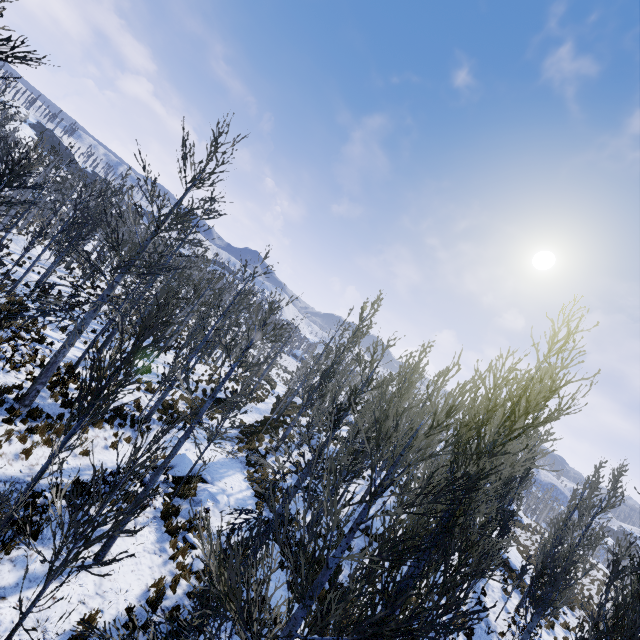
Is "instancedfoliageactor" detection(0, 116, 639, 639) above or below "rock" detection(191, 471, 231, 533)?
above

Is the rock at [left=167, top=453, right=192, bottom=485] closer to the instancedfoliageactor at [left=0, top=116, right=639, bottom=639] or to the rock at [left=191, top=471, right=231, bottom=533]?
the rock at [left=191, top=471, right=231, bottom=533]

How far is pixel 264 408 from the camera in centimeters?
3041cm

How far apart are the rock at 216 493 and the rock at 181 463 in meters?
0.5 m

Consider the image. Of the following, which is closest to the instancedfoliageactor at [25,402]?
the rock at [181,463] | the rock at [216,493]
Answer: the rock at [216,493]

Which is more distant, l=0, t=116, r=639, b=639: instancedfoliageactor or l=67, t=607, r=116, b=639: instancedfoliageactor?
l=0, t=116, r=639, b=639: instancedfoliageactor

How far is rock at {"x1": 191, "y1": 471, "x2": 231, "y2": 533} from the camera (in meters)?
11.55
